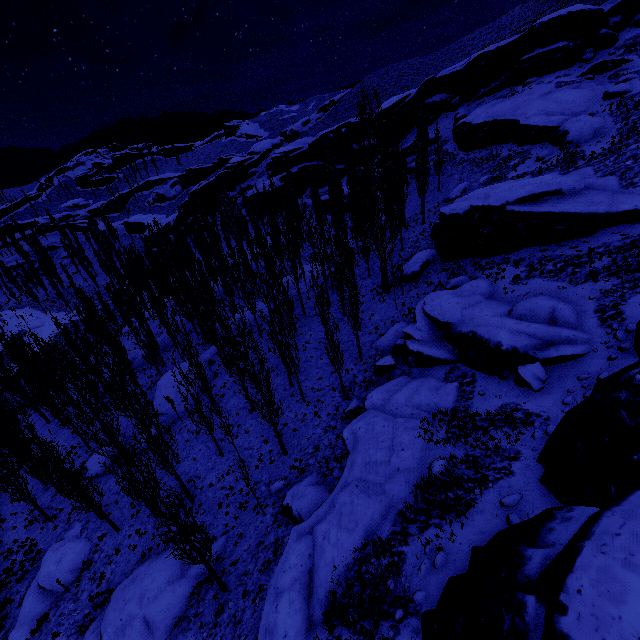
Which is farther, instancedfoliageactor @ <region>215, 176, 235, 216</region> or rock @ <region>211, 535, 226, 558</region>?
instancedfoliageactor @ <region>215, 176, 235, 216</region>

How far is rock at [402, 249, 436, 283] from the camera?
31.91m

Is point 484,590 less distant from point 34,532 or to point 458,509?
point 458,509

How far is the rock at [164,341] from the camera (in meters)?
40.47

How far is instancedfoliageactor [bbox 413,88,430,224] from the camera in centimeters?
3623cm

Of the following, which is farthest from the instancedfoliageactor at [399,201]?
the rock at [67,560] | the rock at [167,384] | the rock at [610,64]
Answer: the rock at [610,64]

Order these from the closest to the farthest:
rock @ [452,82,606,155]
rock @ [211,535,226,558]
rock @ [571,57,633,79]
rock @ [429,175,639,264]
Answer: rock @ [211,535,226,558] < rock @ [429,175,639,264] < rock @ [452,82,606,155] < rock @ [571,57,633,79]

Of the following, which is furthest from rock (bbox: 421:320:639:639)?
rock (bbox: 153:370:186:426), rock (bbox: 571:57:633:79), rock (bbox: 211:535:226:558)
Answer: rock (bbox: 153:370:186:426)
